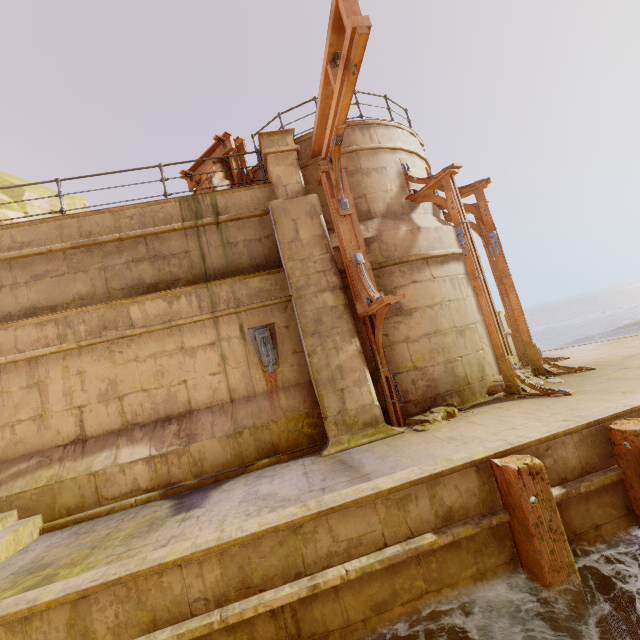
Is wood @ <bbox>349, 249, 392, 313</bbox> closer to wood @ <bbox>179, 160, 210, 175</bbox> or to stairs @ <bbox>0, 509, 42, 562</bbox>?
wood @ <bbox>179, 160, 210, 175</bbox>

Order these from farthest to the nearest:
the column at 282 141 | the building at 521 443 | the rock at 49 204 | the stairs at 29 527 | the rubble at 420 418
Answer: the rock at 49 204 < the column at 282 141 < the rubble at 420 418 < the stairs at 29 527 < the building at 521 443

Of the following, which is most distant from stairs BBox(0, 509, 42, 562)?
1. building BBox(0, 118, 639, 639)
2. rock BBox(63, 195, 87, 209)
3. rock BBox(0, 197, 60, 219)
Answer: rock BBox(63, 195, 87, 209)

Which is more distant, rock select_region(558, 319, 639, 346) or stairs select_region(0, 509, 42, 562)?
rock select_region(558, 319, 639, 346)

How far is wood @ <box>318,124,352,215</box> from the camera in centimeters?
593cm

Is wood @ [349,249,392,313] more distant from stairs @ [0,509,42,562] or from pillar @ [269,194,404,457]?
stairs @ [0,509,42,562]

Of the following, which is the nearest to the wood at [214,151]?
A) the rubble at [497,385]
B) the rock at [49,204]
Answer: the rubble at [497,385]

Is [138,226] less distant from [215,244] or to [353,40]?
[215,244]
